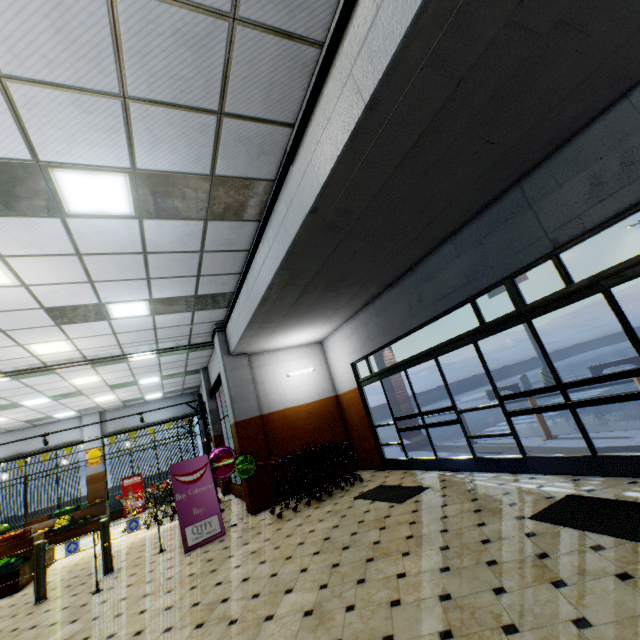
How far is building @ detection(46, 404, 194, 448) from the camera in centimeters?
1494cm

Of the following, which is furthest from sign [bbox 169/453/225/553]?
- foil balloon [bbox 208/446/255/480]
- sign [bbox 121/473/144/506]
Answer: sign [bbox 121/473/144/506]

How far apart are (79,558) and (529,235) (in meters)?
12.93

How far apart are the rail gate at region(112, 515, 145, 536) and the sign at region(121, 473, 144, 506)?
9.4m

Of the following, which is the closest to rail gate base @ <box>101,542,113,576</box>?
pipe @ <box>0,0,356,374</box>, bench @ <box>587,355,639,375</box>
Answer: pipe @ <box>0,0,356,374</box>

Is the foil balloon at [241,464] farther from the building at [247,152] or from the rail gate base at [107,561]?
the rail gate base at [107,561]

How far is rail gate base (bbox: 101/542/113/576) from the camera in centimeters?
639cm

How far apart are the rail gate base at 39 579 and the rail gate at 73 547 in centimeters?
1cm
